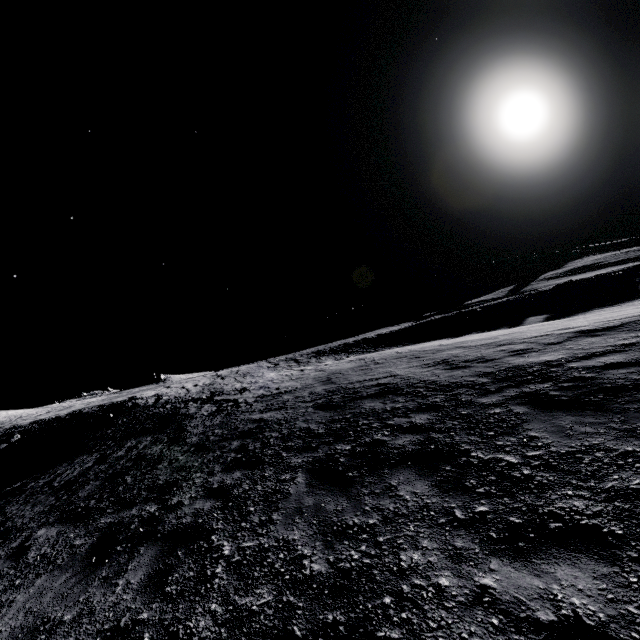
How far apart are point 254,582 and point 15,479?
16.85m
